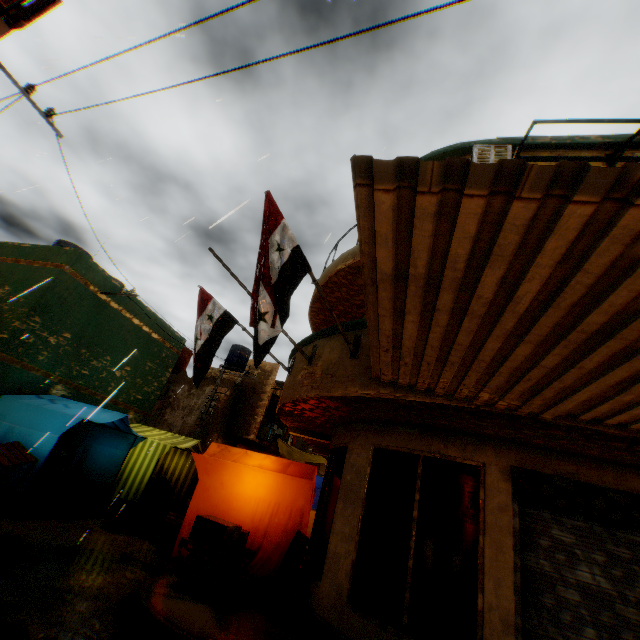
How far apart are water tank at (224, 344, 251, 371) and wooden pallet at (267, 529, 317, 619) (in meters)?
17.30

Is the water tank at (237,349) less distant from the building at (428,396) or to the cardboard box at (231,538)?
the building at (428,396)

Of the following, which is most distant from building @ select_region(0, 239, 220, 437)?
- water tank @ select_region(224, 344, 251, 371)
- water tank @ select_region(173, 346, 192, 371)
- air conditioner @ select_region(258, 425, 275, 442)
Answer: water tank @ select_region(224, 344, 251, 371)

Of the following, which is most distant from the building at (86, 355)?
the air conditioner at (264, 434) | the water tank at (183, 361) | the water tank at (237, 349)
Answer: the water tank at (237, 349)

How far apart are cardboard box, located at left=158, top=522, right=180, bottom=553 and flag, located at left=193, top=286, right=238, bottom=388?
2.7m

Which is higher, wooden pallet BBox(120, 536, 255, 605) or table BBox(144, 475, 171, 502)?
table BBox(144, 475, 171, 502)

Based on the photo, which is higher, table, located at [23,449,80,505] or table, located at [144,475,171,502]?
table, located at [144,475,171,502]

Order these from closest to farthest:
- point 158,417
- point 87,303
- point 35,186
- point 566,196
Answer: point 566,196, point 35,186, point 87,303, point 158,417
